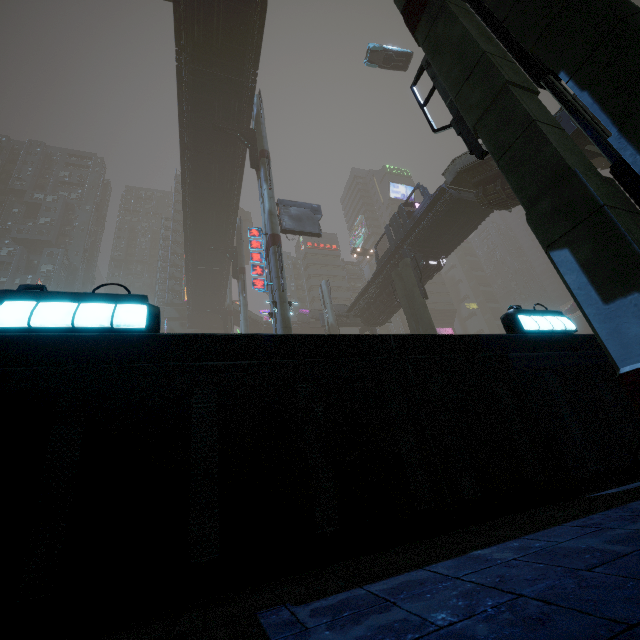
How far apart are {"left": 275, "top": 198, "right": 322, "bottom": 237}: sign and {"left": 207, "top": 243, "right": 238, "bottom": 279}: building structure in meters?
14.8 m

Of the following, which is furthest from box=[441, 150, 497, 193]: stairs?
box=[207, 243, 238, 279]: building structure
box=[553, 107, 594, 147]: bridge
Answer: box=[207, 243, 238, 279]: building structure

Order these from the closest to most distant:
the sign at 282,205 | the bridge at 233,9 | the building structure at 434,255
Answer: the bridge at 233,9
the sign at 282,205
the building structure at 434,255

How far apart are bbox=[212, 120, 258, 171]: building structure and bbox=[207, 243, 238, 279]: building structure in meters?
14.7 m

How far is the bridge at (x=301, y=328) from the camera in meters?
58.0

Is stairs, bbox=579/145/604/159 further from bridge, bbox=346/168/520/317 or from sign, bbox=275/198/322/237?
sign, bbox=275/198/322/237

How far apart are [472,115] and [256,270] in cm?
1649

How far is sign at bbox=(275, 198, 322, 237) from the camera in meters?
24.7 m
